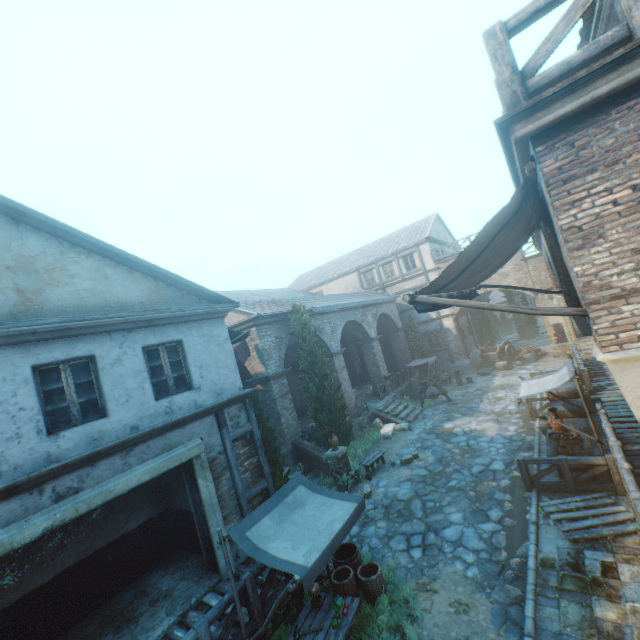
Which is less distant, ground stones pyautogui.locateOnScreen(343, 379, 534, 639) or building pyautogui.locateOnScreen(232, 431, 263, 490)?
ground stones pyautogui.locateOnScreen(343, 379, 534, 639)

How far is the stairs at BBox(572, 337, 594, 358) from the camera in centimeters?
2034cm

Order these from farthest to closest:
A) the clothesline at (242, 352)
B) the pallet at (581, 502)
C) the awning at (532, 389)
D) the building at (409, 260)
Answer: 1. the building at (409, 260)
2. the clothesline at (242, 352)
3. the awning at (532, 389)
4. the pallet at (581, 502)

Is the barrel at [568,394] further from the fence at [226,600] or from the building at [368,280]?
the fence at [226,600]

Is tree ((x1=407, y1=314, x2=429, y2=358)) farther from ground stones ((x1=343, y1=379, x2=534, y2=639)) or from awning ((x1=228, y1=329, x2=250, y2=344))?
awning ((x1=228, y1=329, x2=250, y2=344))

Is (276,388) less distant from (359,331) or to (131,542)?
(131,542)

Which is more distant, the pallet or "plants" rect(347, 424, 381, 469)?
"plants" rect(347, 424, 381, 469)

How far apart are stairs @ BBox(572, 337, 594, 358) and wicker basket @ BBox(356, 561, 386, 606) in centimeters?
2041cm
